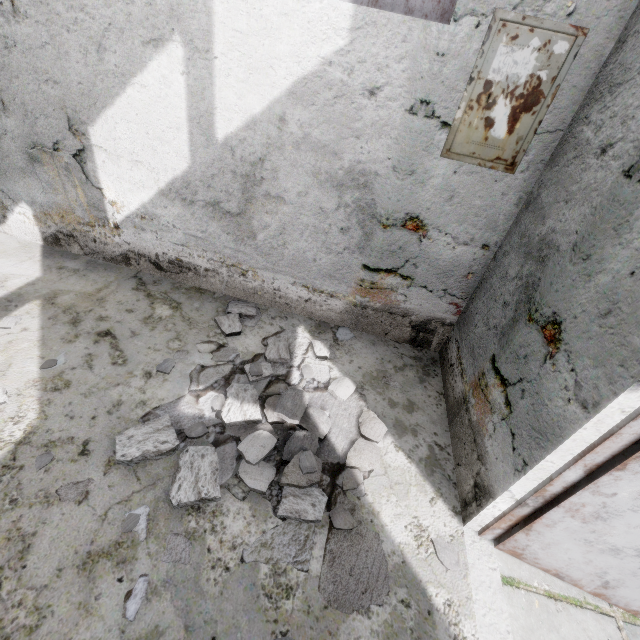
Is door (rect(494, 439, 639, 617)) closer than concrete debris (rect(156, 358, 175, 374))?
Yes

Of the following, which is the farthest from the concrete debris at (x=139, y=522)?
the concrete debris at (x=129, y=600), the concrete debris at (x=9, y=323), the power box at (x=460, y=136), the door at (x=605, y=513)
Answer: the power box at (x=460, y=136)

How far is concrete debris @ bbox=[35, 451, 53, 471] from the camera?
1.99m

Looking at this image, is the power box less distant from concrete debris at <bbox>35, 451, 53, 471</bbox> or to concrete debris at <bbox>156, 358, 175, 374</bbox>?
concrete debris at <bbox>156, 358, 175, 374</bbox>

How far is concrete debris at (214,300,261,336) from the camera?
3.18m

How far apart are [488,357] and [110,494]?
2.7m

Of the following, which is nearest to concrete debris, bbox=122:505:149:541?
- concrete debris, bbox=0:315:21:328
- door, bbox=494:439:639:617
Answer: door, bbox=494:439:639:617

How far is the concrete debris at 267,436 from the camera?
1.89m
